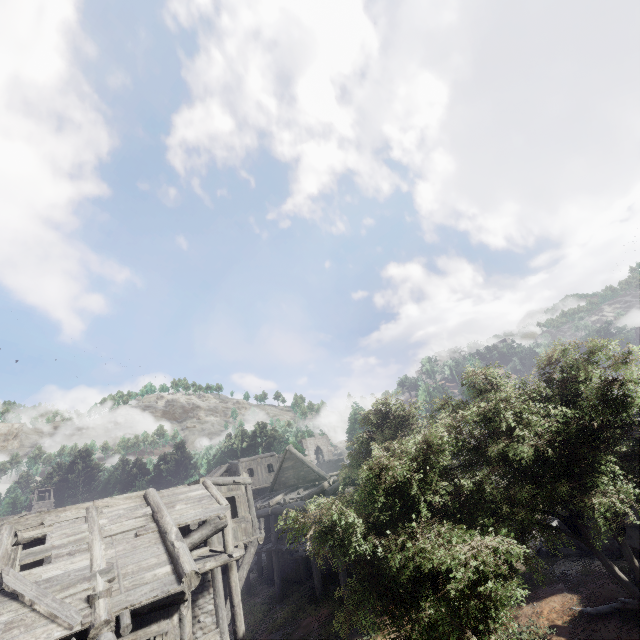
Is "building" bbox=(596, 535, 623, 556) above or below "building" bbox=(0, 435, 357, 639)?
below

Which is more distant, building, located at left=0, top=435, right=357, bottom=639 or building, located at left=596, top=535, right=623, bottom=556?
building, located at left=596, top=535, right=623, bottom=556

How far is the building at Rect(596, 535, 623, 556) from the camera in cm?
1325

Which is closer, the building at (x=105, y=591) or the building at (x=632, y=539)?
the building at (x=105, y=591)

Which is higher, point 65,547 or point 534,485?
point 65,547

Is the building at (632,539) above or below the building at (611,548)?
above
